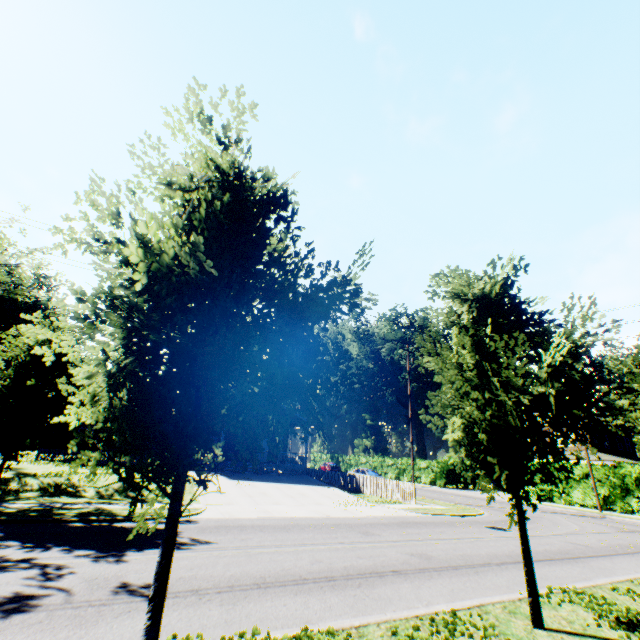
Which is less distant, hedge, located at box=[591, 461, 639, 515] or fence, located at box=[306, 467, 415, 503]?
fence, located at box=[306, 467, 415, 503]

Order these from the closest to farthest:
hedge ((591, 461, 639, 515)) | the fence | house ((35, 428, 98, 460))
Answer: the fence → hedge ((591, 461, 639, 515)) → house ((35, 428, 98, 460))

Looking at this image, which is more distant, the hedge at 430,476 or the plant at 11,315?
the plant at 11,315

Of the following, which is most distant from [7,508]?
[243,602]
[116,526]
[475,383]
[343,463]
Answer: [343,463]

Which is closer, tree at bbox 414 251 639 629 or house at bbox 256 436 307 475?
tree at bbox 414 251 639 629

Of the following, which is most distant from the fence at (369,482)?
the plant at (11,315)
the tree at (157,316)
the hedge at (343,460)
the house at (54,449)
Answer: the plant at (11,315)

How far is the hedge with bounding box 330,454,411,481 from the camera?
42.8 meters

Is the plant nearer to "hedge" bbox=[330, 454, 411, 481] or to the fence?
"hedge" bbox=[330, 454, 411, 481]
